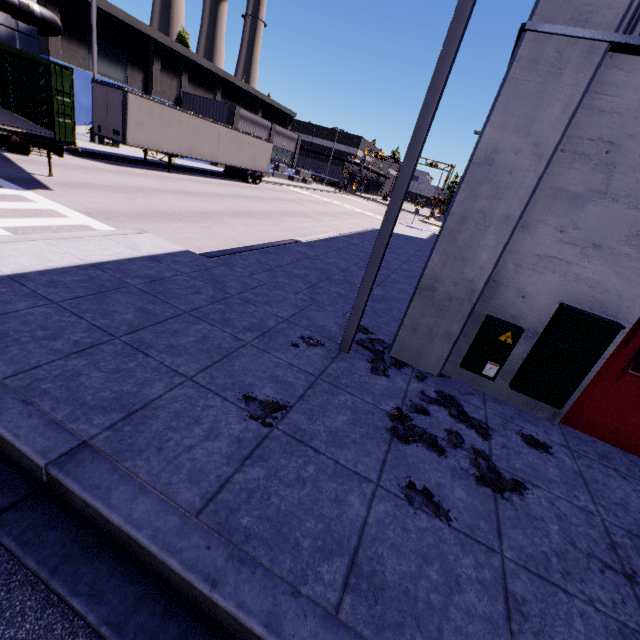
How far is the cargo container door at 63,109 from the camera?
9.0m

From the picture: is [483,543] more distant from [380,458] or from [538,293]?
[538,293]

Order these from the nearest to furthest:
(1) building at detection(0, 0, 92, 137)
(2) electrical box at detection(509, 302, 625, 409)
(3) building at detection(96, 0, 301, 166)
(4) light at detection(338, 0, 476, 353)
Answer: (4) light at detection(338, 0, 476, 353) < (2) electrical box at detection(509, 302, 625, 409) < (1) building at detection(0, 0, 92, 137) < (3) building at detection(96, 0, 301, 166)

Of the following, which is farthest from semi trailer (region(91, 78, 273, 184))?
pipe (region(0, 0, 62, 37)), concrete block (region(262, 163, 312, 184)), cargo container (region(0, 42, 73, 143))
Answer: concrete block (region(262, 163, 312, 184))

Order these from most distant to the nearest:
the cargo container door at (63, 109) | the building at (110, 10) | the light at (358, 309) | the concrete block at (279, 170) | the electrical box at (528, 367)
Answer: the concrete block at (279, 170) < the building at (110, 10) < the cargo container door at (63, 109) < the electrical box at (528, 367) < the light at (358, 309)

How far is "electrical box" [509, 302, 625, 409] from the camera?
4.62m

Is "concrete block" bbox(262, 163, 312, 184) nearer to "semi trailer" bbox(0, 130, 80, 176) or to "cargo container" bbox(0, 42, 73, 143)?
"semi trailer" bbox(0, 130, 80, 176)

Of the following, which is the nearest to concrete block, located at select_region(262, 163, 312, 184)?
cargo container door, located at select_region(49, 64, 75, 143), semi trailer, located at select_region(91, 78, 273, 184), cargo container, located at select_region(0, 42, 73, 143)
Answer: semi trailer, located at select_region(91, 78, 273, 184)
